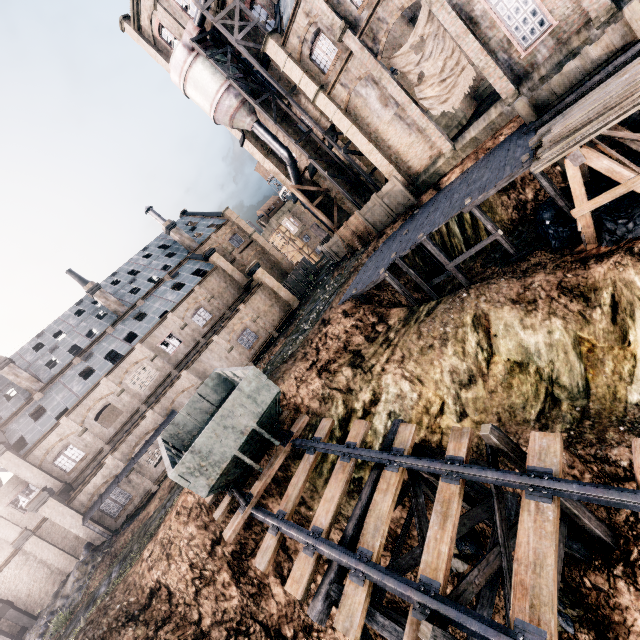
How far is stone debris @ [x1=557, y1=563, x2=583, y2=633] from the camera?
8.9m

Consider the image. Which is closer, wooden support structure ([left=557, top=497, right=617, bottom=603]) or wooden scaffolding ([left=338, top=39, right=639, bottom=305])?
wooden support structure ([left=557, top=497, right=617, bottom=603])

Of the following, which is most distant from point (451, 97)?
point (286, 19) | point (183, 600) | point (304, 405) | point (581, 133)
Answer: point (183, 600)

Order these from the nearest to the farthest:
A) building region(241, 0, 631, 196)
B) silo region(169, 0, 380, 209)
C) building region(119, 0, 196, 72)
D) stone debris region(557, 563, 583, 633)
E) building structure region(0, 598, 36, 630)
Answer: stone debris region(557, 563, 583, 633) → building region(241, 0, 631, 196) → silo region(169, 0, 380, 209) → building structure region(0, 598, 36, 630) → building region(119, 0, 196, 72)

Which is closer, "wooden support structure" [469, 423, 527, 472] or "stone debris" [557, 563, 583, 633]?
"wooden support structure" [469, 423, 527, 472]

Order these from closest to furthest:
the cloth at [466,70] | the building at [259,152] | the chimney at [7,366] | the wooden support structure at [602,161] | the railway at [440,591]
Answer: the railway at [440,591]
the wooden support structure at [602,161]
the cloth at [466,70]
the chimney at [7,366]
the building at [259,152]

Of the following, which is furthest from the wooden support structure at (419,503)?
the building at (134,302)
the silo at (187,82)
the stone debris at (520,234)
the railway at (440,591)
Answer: the building at (134,302)

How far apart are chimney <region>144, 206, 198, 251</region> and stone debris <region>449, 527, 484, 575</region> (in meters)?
42.10
